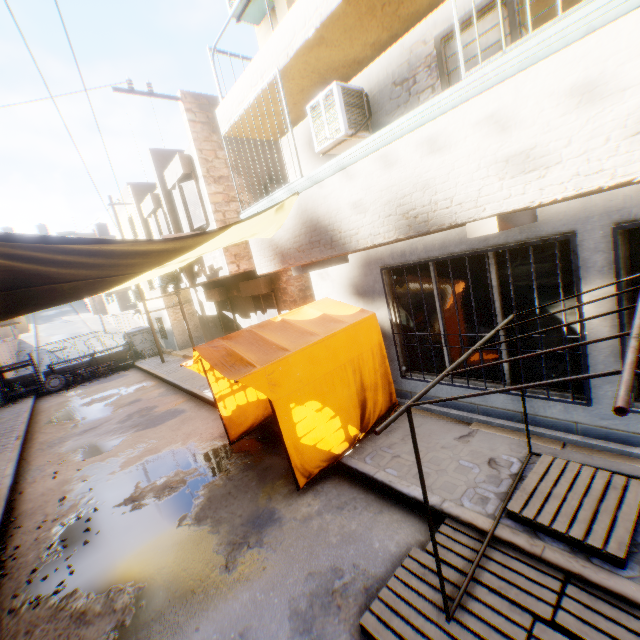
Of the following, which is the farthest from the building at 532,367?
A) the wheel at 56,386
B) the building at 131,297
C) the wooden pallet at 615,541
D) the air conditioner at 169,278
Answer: the building at 131,297

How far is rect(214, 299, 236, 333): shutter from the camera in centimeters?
1422cm

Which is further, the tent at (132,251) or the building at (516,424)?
the building at (516,424)

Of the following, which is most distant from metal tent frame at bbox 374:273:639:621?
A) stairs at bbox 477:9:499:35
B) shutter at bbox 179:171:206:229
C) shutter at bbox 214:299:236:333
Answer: shutter at bbox 214:299:236:333

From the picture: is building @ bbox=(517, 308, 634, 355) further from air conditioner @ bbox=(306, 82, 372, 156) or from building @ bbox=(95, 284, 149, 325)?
building @ bbox=(95, 284, 149, 325)

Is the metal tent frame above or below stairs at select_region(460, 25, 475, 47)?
below

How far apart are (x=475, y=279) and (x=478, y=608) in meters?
4.3

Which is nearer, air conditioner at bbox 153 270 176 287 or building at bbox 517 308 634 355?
building at bbox 517 308 634 355
